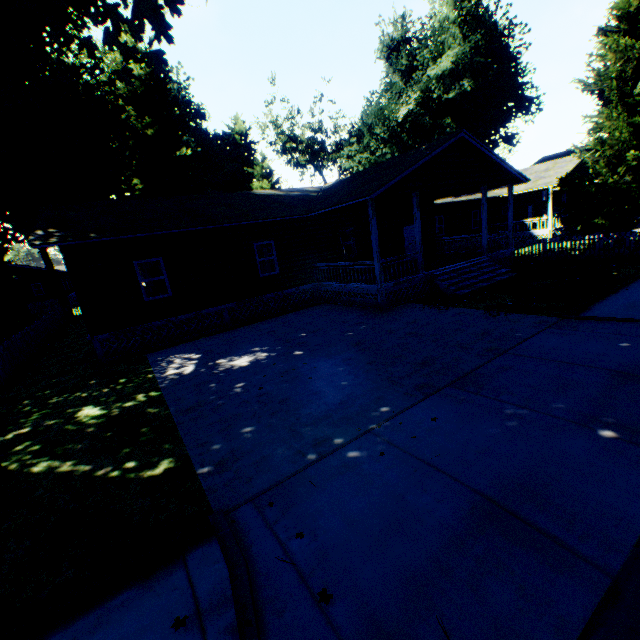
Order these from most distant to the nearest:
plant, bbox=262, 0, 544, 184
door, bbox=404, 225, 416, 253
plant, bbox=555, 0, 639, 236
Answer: plant, bbox=262, 0, 544, 184, door, bbox=404, 225, 416, 253, plant, bbox=555, 0, 639, 236

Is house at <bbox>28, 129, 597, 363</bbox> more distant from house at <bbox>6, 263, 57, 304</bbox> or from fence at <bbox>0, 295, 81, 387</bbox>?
house at <bbox>6, 263, 57, 304</bbox>

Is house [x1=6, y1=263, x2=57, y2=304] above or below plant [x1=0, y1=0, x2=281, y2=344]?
below

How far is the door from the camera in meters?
20.2

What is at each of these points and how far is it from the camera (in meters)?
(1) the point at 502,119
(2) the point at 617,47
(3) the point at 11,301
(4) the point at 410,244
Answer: (1) plant, 47.72
(2) plant, 15.28
(3) plant, 23.14
(4) door, 20.53

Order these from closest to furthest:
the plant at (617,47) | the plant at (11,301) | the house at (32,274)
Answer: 1. the plant at (11,301)
2. the plant at (617,47)
3. the house at (32,274)

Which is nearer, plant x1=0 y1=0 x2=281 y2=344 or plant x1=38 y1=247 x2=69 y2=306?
plant x1=0 y1=0 x2=281 y2=344

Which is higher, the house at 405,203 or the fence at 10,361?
the house at 405,203
